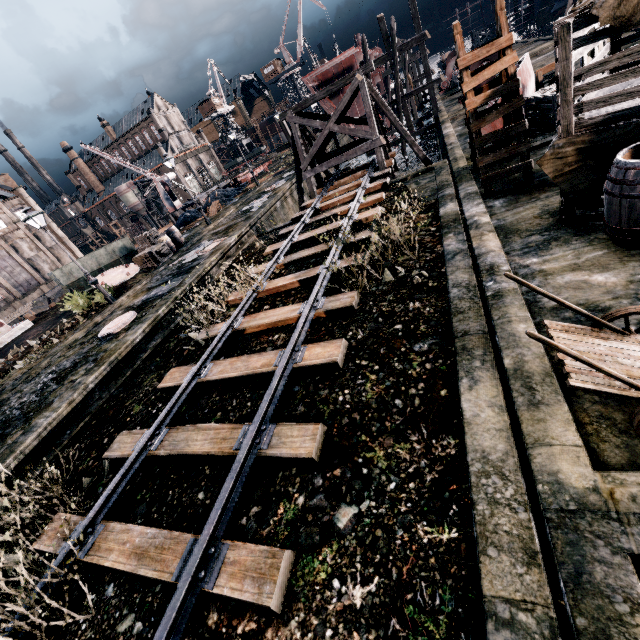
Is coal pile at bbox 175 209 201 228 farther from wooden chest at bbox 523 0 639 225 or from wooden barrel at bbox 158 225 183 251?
wooden chest at bbox 523 0 639 225

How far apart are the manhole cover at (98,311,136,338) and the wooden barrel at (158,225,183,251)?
11.2 meters

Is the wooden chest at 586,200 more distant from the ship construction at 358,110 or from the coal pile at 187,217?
the coal pile at 187,217

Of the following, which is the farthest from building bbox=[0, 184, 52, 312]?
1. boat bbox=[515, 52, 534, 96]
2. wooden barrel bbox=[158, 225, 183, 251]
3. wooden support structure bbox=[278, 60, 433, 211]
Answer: boat bbox=[515, 52, 534, 96]

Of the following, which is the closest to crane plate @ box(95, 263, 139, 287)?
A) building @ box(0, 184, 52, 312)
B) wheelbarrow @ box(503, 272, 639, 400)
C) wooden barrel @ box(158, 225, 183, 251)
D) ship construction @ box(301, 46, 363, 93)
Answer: wooden barrel @ box(158, 225, 183, 251)

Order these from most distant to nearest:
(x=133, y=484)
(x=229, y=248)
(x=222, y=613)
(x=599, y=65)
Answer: (x=229, y=248) → (x=133, y=484) → (x=599, y=65) → (x=222, y=613)

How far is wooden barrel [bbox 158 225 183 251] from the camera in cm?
2362

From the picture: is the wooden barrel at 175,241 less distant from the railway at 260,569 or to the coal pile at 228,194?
the coal pile at 228,194
